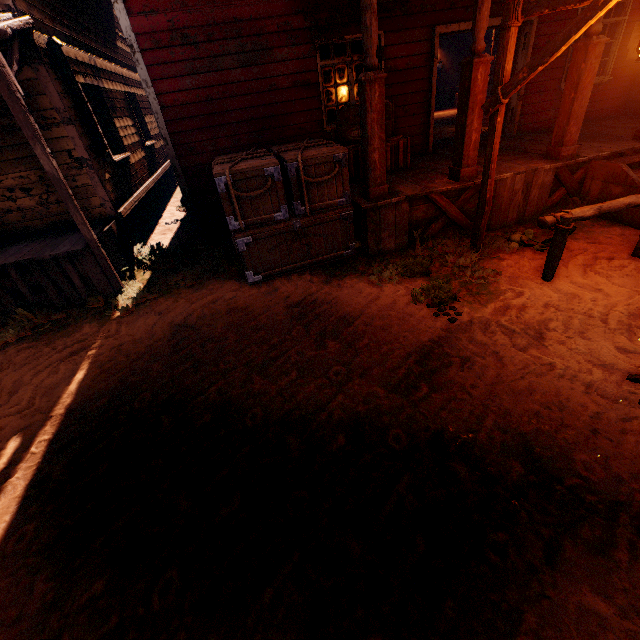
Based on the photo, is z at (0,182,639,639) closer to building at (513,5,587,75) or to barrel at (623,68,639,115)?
building at (513,5,587,75)

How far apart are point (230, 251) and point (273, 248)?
1.8m

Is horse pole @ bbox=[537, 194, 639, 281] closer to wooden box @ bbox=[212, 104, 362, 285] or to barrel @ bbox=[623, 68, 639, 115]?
wooden box @ bbox=[212, 104, 362, 285]

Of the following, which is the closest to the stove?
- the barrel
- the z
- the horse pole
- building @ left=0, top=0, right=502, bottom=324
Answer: building @ left=0, top=0, right=502, bottom=324

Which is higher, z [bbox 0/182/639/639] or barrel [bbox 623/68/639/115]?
barrel [bbox 623/68/639/115]

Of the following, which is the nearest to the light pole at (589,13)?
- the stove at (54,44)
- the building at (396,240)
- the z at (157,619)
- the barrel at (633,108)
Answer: the z at (157,619)

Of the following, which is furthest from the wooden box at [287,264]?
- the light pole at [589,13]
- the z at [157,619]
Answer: the light pole at [589,13]

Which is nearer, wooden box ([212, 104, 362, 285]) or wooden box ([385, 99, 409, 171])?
wooden box ([212, 104, 362, 285])
